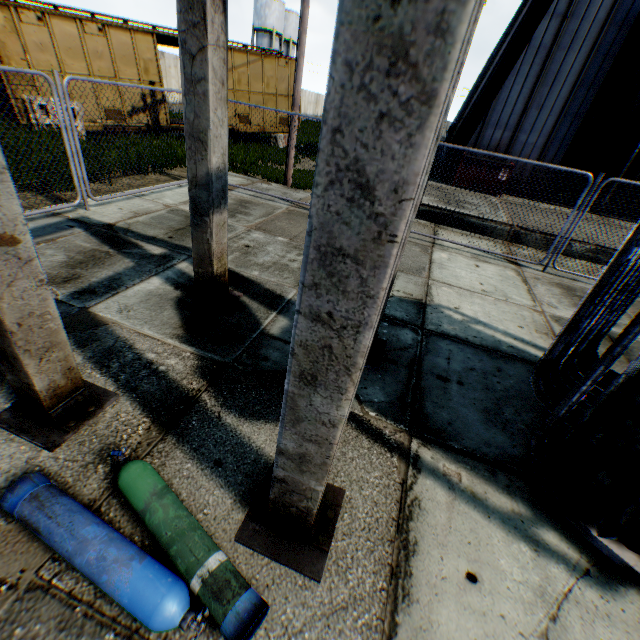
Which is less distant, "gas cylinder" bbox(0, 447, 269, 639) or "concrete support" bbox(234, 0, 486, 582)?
"concrete support" bbox(234, 0, 486, 582)

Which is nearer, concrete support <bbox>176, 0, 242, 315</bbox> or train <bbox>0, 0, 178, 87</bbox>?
concrete support <bbox>176, 0, 242, 315</bbox>

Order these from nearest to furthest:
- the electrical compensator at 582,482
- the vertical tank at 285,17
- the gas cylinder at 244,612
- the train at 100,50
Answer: the gas cylinder at 244,612 < the electrical compensator at 582,482 < the train at 100,50 < the vertical tank at 285,17

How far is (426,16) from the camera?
0.7m

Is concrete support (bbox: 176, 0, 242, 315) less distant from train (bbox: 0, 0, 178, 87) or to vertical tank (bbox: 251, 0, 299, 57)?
train (bbox: 0, 0, 178, 87)

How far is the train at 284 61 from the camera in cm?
1507

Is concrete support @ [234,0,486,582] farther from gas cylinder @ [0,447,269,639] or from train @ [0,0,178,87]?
train @ [0,0,178,87]

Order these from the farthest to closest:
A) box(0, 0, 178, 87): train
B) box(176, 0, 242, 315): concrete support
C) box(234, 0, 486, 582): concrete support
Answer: box(0, 0, 178, 87): train
box(176, 0, 242, 315): concrete support
box(234, 0, 486, 582): concrete support
